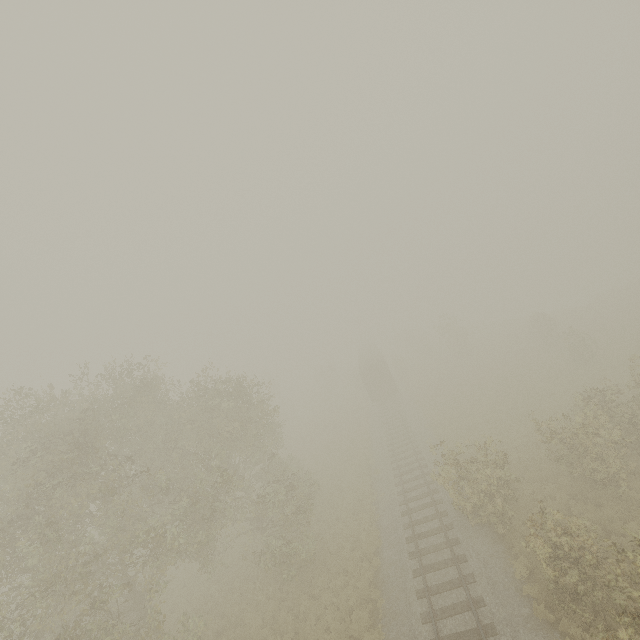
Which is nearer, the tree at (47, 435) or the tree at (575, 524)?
the tree at (575, 524)

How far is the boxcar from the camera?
37.00m

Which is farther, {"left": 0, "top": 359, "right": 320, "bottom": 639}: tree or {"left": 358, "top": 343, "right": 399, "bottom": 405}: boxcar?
{"left": 358, "top": 343, "right": 399, "bottom": 405}: boxcar

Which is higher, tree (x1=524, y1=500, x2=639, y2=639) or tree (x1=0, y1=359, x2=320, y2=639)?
tree (x1=0, y1=359, x2=320, y2=639)

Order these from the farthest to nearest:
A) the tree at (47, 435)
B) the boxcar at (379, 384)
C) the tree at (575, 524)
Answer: the boxcar at (379, 384)
the tree at (47, 435)
the tree at (575, 524)

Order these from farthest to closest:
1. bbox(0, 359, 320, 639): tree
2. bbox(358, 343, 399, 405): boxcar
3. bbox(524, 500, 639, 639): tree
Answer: bbox(358, 343, 399, 405): boxcar, bbox(0, 359, 320, 639): tree, bbox(524, 500, 639, 639): tree

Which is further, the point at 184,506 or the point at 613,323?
the point at 613,323
